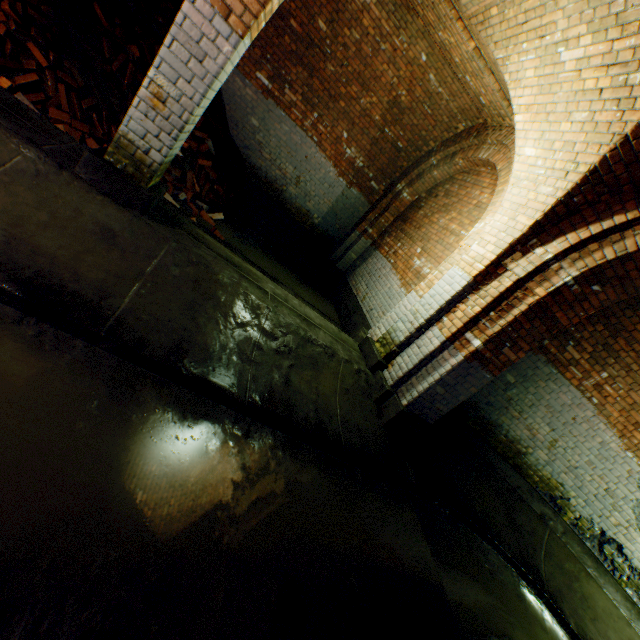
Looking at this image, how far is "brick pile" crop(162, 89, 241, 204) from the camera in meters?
5.8

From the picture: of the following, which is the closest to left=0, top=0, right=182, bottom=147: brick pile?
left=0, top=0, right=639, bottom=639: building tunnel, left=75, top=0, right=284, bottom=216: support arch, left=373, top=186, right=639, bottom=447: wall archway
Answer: left=0, top=0, right=639, bottom=639: building tunnel

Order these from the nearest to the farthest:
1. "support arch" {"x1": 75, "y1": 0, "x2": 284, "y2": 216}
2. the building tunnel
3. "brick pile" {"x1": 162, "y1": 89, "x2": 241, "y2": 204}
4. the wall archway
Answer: the building tunnel < "support arch" {"x1": 75, "y1": 0, "x2": 284, "y2": 216} < the wall archway < "brick pile" {"x1": 162, "y1": 89, "x2": 241, "y2": 204}

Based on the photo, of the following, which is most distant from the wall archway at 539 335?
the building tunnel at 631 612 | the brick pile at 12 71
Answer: the brick pile at 12 71

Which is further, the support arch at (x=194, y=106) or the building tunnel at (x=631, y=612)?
the support arch at (x=194, y=106)

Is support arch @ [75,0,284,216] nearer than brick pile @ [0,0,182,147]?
Yes

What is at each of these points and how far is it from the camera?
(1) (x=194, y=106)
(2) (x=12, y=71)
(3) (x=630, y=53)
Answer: (1) support arch, 2.9 meters
(2) brick pile, 3.6 meters
(3) support arch, 2.8 meters
